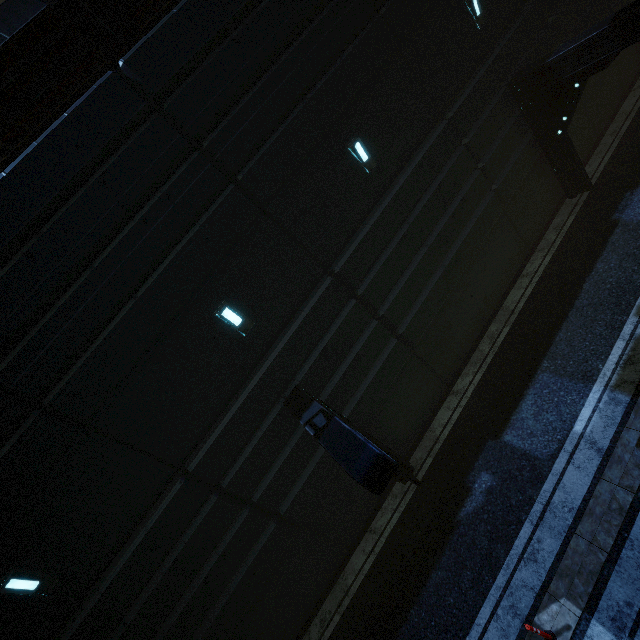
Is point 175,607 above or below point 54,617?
below

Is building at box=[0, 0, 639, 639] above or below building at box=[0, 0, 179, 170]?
below

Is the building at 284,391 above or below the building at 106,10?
below
